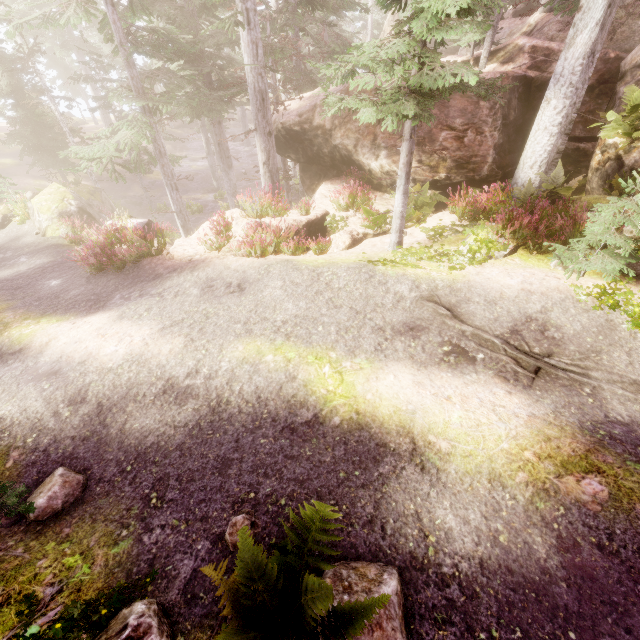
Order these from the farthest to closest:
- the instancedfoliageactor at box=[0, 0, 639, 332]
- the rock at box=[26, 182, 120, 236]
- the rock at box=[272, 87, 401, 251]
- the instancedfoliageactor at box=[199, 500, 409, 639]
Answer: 1. the rock at box=[26, 182, 120, 236]
2. the rock at box=[272, 87, 401, 251]
3. the instancedfoliageactor at box=[0, 0, 639, 332]
4. the instancedfoliageactor at box=[199, 500, 409, 639]

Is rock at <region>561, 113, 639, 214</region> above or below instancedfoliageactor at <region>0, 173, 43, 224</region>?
above

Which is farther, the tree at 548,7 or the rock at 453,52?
the rock at 453,52

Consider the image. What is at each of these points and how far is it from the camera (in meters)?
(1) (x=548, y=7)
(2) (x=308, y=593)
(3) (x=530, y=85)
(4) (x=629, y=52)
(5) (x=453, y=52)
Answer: (1) tree, 14.33
(2) instancedfoliageactor, 2.54
(3) rock, 11.98
(4) rock, 10.93
(5) rock, 29.64

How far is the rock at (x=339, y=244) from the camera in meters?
10.9

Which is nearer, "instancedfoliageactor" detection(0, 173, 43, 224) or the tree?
the tree

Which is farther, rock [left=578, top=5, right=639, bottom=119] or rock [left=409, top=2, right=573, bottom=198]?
rock [left=409, top=2, right=573, bottom=198]
